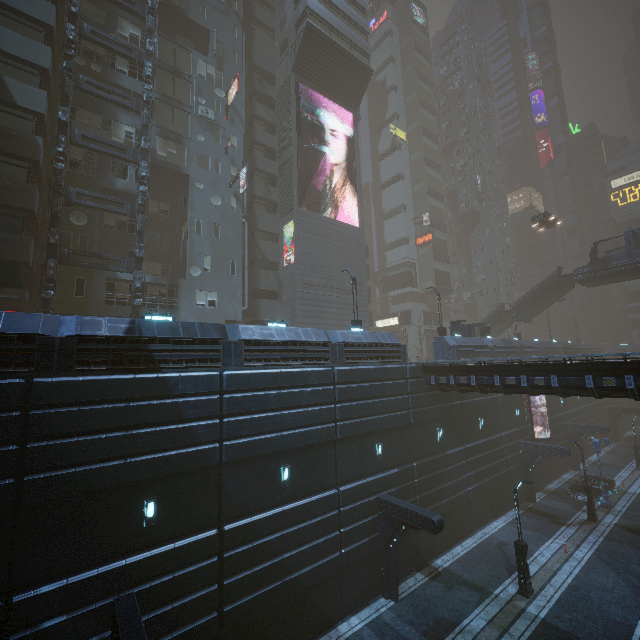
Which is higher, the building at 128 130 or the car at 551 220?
the building at 128 130

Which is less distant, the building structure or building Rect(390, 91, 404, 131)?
the building structure

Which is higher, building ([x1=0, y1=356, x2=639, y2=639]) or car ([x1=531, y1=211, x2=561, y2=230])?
car ([x1=531, y1=211, x2=561, y2=230])

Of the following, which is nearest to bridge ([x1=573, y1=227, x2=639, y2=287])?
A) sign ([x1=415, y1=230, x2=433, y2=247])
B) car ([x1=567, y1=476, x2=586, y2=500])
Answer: car ([x1=567, y1=476, x2=586, y2=500])

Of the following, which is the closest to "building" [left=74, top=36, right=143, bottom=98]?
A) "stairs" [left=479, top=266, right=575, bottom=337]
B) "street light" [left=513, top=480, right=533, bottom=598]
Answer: "stairs" [left=479, top=266, right=575, bottom=337]

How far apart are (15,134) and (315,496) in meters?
25.2

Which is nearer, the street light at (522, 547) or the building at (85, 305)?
the street light at (522, 547)

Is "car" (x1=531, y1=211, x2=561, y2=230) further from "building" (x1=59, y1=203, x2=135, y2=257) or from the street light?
the street light
